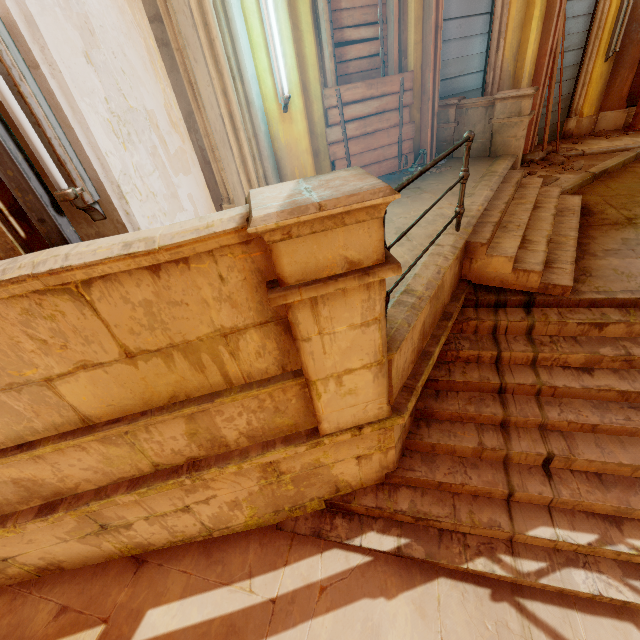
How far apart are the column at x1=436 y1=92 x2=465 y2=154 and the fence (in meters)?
2.72

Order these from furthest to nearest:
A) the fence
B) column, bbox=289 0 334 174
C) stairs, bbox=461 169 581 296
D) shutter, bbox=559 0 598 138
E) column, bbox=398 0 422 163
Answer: shutter, bbox=559 0 598 138 < column, bbox=398 0 422 163 < column, bbox=289 0 334 174 < stairs, bbox=461 169 581 296 < the fence

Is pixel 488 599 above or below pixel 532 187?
below

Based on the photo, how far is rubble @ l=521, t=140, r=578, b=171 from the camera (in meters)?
6.67

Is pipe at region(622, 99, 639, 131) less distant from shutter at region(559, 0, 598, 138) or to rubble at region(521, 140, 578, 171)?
shutter at region(559, 0, 598, 138)

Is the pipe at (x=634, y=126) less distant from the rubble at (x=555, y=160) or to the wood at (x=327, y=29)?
the wood at (x=327, y=29)

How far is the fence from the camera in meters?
2.2 m

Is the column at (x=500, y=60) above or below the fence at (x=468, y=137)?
below
